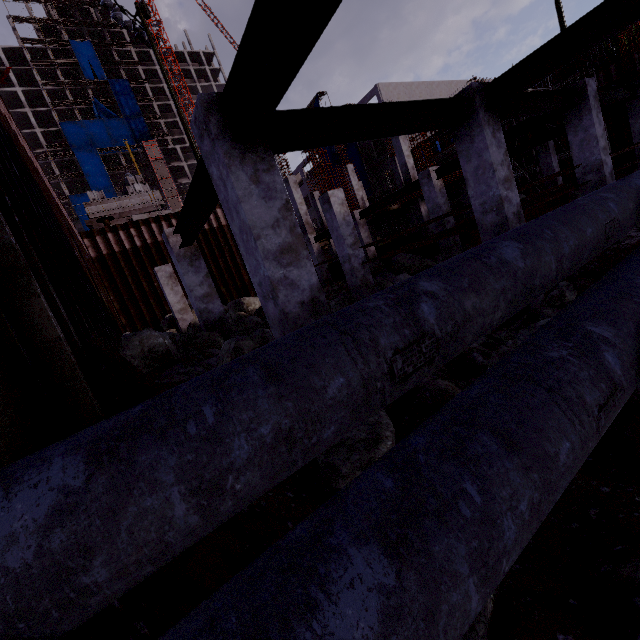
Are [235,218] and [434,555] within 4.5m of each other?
yes

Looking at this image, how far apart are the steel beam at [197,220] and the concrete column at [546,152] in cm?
1949

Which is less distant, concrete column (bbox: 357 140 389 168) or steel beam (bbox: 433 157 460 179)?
steel beam (bbox: 433 157 460 179)

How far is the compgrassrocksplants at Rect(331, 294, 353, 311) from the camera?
12.6m

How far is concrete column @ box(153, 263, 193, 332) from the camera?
12.2 meters

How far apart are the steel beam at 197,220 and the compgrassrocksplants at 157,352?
2.1 meters

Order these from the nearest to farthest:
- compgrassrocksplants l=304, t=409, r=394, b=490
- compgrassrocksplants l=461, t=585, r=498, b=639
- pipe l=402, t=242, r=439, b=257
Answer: compgrassrocksplants l=461, t=585, r=498, b=639 → compgrassrocksplants l=304, t=409, r=394, b=490 → pipe l=402, t=242, r=439, b=257

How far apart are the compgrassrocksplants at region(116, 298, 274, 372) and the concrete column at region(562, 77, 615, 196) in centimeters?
1060cm
